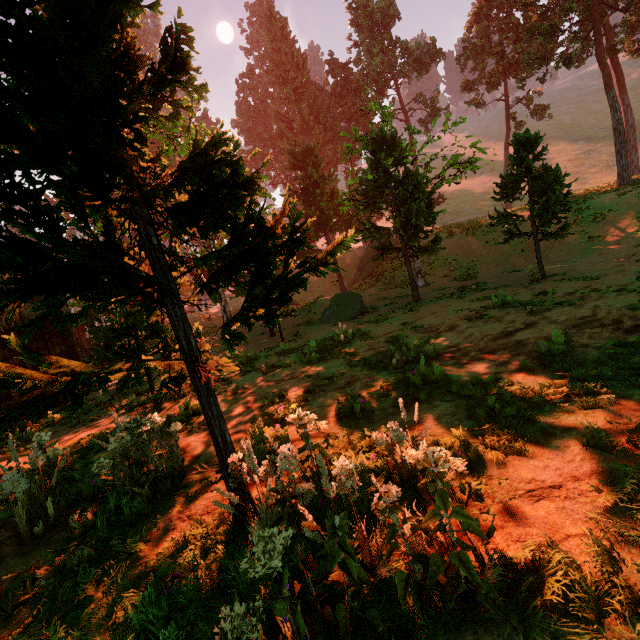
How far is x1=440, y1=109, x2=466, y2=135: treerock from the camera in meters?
18.8 m

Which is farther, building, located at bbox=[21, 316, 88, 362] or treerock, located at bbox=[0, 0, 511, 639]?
building, located at bbox=[21, 316, 88, 362]

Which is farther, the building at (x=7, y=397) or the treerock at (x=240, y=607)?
the building at (x=7, y=397)

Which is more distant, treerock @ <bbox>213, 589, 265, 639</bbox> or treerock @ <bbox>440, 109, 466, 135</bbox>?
treerock @ <bbox>440, 109, 466, 135</bbox>

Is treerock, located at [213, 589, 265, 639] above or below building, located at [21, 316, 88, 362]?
below

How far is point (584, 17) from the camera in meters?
23.5

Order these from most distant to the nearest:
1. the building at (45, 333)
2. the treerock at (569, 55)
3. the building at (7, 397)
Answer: the treerock at (569, 55)
the building at (45, 333)
the building at (7, 397)

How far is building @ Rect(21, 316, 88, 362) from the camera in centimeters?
1209cm
